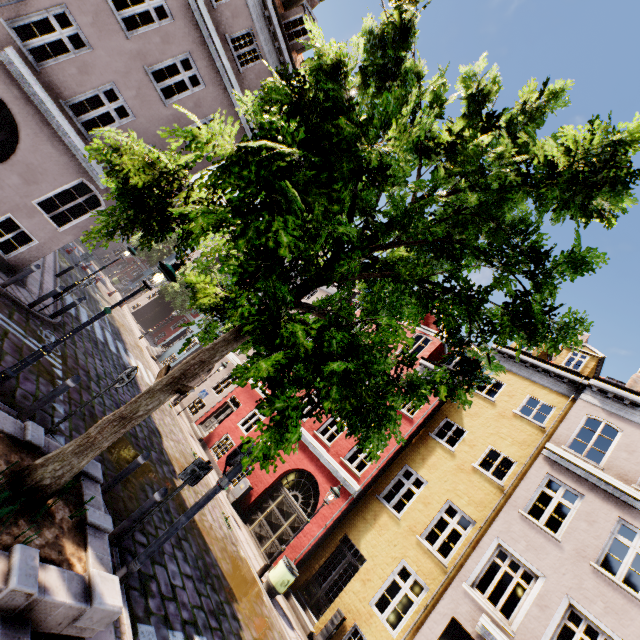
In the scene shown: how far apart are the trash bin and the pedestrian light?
6.7m

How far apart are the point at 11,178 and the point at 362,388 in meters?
13.5

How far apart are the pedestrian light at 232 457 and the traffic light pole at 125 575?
0.03m

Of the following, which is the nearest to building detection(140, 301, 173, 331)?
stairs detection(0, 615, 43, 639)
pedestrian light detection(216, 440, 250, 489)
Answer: pedestrian light detection(216, 440, 250, 489)

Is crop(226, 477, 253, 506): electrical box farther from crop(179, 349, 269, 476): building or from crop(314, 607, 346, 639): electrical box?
crop(314, 607, 346, 639): electrical box

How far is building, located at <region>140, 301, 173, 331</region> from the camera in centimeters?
3438cm

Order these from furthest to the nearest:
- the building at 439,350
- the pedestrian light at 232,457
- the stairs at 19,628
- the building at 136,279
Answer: the building at 136,279
the building at 439,350
the pedestrian light at 232,457
the stairs at 19,628

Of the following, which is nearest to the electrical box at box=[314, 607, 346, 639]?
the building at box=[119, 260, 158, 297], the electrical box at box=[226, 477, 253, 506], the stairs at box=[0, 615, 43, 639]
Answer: the building at box=[119, 260, 158, 297]
